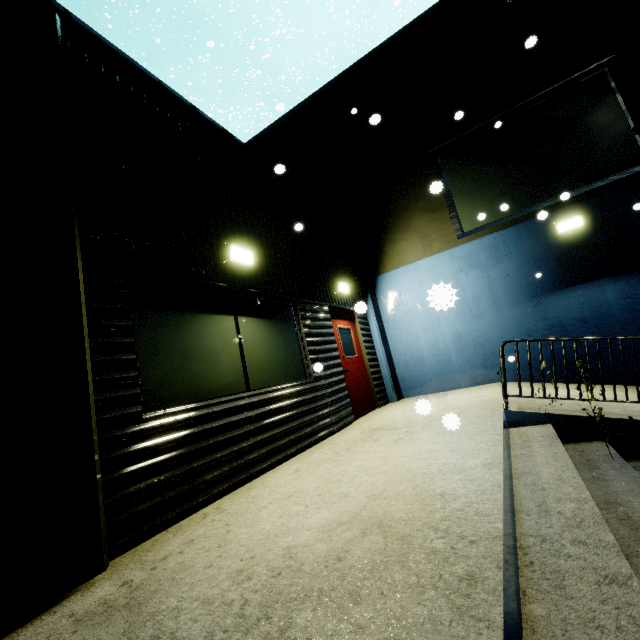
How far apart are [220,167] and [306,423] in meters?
4.3

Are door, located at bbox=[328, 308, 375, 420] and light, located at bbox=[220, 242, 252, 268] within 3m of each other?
yes

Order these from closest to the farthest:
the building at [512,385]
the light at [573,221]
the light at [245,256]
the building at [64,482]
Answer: the building at [64,482] < the light at [245,256] < the building at [512,385] < the light at [573,221]

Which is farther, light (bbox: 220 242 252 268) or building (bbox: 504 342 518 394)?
building (bbox: 504 342 518 394)

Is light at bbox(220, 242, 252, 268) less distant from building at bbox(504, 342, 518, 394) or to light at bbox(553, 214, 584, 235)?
building at bbox(504, 342, 518, 394)

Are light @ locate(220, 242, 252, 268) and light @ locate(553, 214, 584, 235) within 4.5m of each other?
no

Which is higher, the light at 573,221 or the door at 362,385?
the light at 573,221

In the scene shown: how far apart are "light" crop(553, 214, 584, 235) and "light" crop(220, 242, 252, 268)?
6.5m
